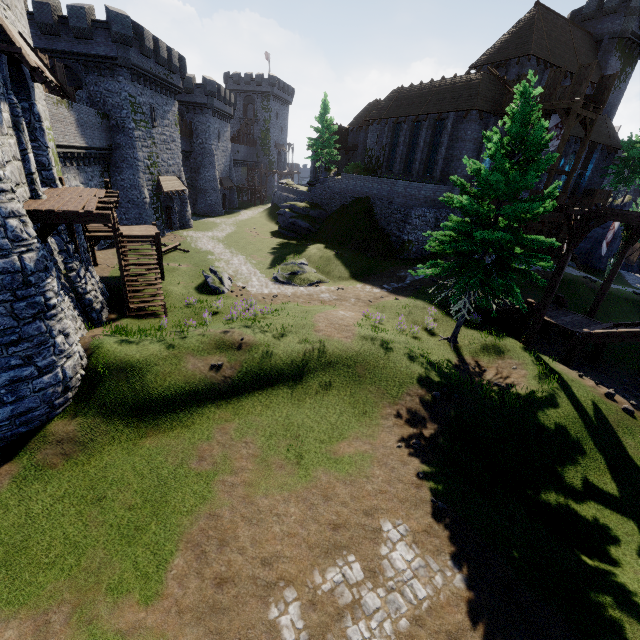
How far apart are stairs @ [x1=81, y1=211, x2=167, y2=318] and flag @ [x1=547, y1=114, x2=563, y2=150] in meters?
30.8 m

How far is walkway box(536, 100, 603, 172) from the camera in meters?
22.8 m

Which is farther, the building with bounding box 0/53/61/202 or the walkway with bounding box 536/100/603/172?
the walkway with bounding box 536/100/603/172

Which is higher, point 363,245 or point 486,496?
point 363,245

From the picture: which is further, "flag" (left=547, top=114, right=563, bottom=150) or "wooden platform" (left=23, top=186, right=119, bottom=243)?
"flag" (left=547, top=114, right=563, bottom=150)

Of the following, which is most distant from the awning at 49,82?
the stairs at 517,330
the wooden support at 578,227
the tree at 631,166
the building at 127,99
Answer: the tree at 631,166

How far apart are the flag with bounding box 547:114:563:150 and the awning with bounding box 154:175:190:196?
34.56m

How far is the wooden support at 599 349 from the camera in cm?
1675
